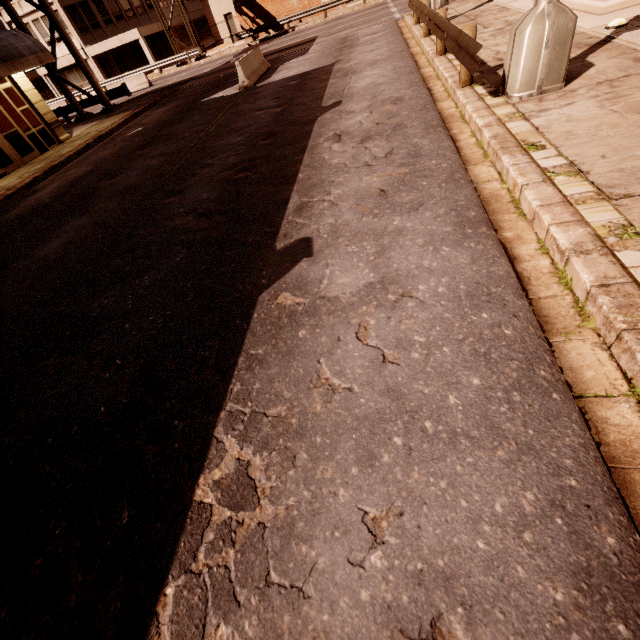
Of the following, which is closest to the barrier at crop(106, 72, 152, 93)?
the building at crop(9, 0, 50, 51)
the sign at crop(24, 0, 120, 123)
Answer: the sign at crop(24, 0, 120, 123)

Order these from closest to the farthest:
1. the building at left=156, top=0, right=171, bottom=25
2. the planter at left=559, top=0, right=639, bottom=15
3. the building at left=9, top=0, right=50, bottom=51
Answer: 1. the planter at left=559, top=0, right=639, bottom=15
2. the building at left=9, top=0, right=50, bottom=51
3. the building at left=156, top=0, right=171, bottom=25

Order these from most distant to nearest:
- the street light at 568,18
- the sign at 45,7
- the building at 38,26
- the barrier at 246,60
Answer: the building at 38,26, the sign at 45,7, the barrier at 246,60, the street light at 568,18

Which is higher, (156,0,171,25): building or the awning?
(156,0,171,25): building

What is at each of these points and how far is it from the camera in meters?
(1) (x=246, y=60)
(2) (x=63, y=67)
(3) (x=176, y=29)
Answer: (1) barrier, 14.8 m
(2) building, 36.2 m
(3) building, 39.7 m

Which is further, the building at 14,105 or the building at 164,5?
the building at 164,5

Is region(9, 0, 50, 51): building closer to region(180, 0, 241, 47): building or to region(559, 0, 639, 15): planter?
region(180, 0, 241, 47): building

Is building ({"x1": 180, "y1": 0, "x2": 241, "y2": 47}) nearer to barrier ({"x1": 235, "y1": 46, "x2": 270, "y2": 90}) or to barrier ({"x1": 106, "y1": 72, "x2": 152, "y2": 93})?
barrier ({"x1": 106, "y1": 72, "x2": 152, "y2": 93})
